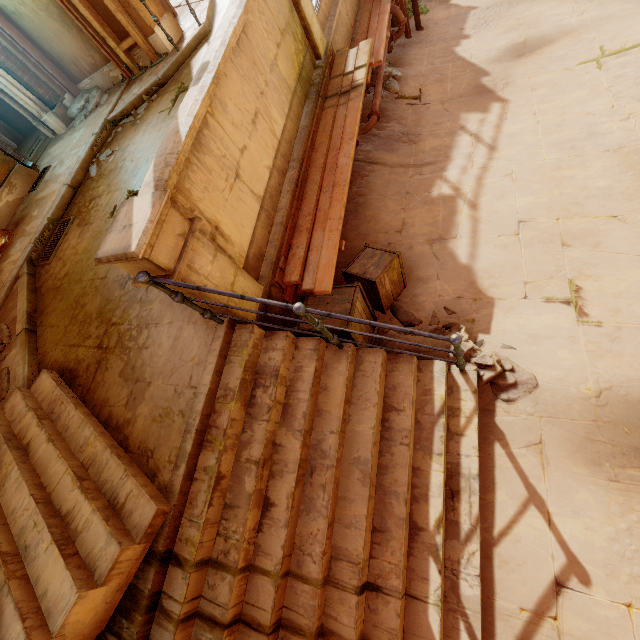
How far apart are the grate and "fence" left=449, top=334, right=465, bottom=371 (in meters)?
6.94

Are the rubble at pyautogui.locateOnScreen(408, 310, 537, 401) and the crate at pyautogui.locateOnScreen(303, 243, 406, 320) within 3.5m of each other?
yes

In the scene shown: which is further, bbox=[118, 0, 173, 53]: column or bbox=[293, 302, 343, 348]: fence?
bbox=[118, 0, 173, 53]: column

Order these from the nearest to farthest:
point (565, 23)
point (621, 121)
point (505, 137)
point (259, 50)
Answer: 1. point (259, 50)
2. point (621, 121)
3. point (505, 137)
4. point (565, 23)

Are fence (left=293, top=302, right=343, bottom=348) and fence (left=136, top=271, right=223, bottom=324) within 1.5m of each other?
yes

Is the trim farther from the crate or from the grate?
the grate

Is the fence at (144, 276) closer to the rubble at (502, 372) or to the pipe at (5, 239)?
the rubble at (502, 372)

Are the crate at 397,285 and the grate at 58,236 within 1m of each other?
no
